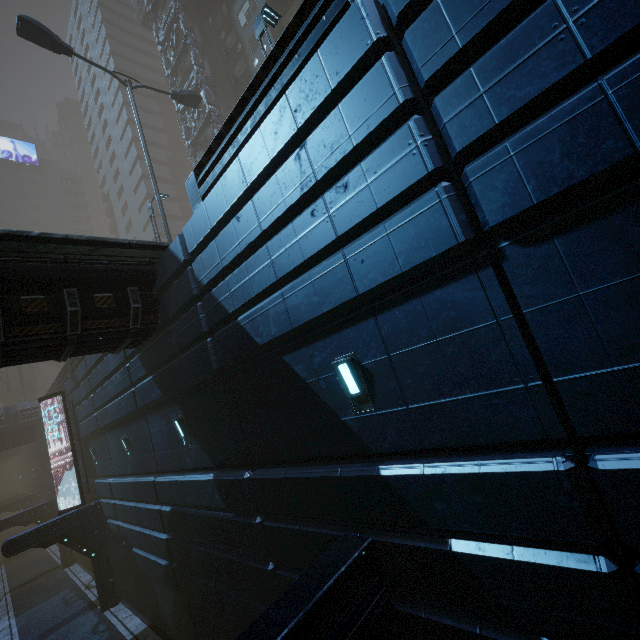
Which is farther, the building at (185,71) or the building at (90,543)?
the building at (185,71)

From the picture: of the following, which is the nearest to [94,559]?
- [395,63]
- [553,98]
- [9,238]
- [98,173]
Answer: [9,238]

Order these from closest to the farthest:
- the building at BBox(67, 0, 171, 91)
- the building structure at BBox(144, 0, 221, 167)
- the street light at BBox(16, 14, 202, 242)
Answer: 1. the street light at BBox(16, 14, 202, 242)
2. the building structure at BBox(144, 0, 221, 167)
3. the building at BBox(67, 0, 171, 91)

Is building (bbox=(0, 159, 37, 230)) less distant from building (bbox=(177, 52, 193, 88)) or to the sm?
building (bbox=(177, 52, 193, 88))

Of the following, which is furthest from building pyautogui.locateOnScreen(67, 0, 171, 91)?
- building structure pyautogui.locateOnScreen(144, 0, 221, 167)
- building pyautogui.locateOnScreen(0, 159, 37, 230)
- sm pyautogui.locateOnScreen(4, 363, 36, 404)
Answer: sm pyautogui.locateOnScreen(4, 363, 36, 404)

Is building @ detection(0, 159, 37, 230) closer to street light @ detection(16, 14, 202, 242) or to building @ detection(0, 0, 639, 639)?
building @ detection(0, 0, 639, 639)

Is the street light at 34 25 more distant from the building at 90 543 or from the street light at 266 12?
the street light at 266 12

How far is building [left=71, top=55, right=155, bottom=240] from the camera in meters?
44.5 m
